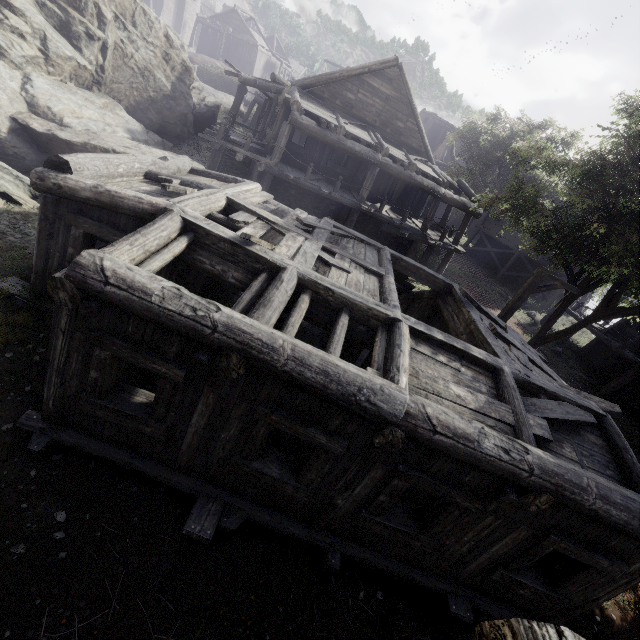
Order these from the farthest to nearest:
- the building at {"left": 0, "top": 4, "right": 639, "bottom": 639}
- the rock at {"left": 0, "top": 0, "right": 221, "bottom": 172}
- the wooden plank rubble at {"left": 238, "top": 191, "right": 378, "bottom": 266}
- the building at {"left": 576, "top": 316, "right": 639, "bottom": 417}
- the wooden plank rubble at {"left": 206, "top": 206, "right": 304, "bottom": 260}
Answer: the building at {"left": 576, "top": 316, "right": 639, "bottom": 417}, the rock at {"left": 0, "top": 0, "right": 221, "bottom": 172}, the wooden plank rubble at {"left": 238, "top": 191, "right": 378, "bottom": 266}, the wooden plank rubble at {"left": 206, "top": 206, "right": 304, "bottom": 260}, the building at {"left": 0, "top": 4, "right": 639, "bottom": 639}

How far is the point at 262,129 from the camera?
21.34m

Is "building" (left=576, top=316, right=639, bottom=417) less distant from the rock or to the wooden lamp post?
the rock

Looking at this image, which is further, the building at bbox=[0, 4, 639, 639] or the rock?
the rock

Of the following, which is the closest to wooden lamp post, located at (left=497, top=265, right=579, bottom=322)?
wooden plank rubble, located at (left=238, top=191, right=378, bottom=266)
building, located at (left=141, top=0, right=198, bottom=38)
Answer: building, located at (left=141, top=0, right=198, bottom=38)

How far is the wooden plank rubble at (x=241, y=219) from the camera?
6.3 meters

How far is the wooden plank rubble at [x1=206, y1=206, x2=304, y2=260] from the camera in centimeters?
626cm

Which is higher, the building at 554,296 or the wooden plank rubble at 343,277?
the wooden plank rubble at 343,277
